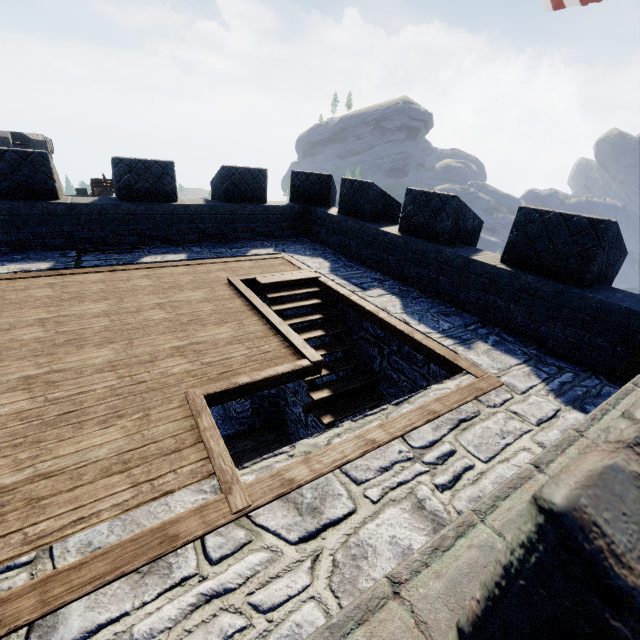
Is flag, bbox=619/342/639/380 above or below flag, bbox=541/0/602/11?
below

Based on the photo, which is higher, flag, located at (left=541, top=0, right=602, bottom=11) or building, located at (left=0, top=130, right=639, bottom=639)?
flag, located at (left=541, top=0, right=602, bottom=11)

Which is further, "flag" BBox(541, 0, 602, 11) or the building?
"flag" BBox(541, 0, 602, 11)

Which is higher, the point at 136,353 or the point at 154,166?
the point at 154,166

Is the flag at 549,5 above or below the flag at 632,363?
above

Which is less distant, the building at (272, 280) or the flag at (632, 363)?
the building at (272, 280)
